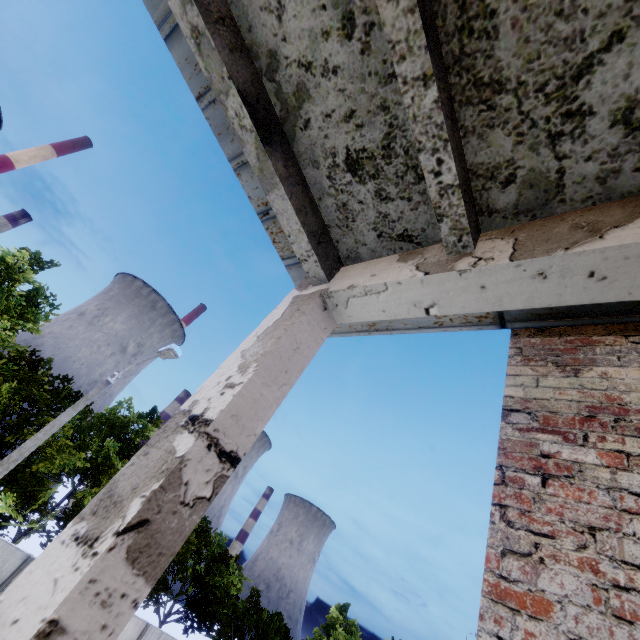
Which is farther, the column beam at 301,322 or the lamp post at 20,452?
the lamp post at 20,452

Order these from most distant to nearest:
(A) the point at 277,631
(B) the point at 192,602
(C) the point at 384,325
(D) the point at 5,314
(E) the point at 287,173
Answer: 1. (A) the point at 277,631
2. (B) the point at 192,602
3. (D) the point at 5,314
4. (C) the point at 384,325
5. (E) the point at 287,173

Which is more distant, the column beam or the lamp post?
the lamp post
